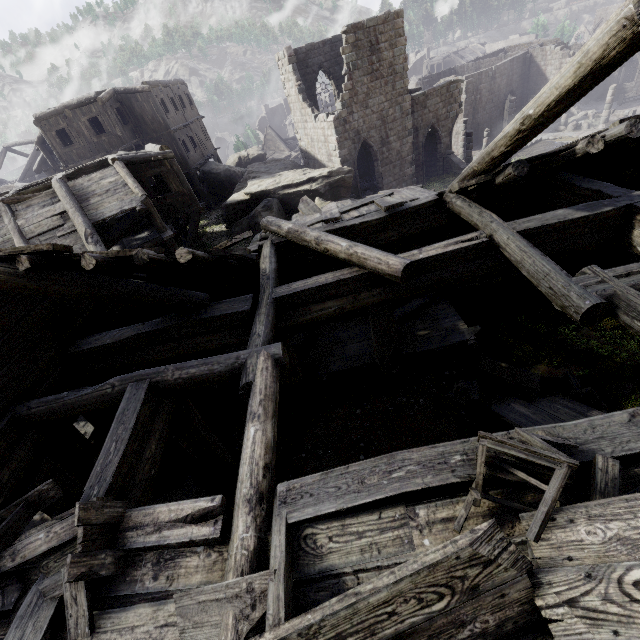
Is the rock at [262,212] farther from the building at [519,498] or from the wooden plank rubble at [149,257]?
the wooden plank rubble at [149,257]

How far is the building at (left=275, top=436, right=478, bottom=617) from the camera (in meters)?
2.65

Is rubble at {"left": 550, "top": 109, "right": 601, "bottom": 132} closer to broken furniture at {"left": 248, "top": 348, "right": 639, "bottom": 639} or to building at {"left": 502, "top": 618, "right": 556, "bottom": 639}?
building at {"left": 502, "top": 618, "right": 556, "bottom": 639}

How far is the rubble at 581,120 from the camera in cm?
3121

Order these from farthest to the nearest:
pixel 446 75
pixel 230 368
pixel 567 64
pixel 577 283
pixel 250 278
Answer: pixel 446 75
pixel 250 278
pixel 230 368
pixel 577 283
pixel 567 64

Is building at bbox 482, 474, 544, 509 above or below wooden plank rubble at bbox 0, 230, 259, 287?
below

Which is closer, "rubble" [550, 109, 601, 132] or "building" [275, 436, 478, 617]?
"building" [275, 436, 478, 617]

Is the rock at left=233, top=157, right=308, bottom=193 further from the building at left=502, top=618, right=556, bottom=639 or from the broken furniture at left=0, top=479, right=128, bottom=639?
the broken furniture at left=0, top=479, right=128, bottom=639
